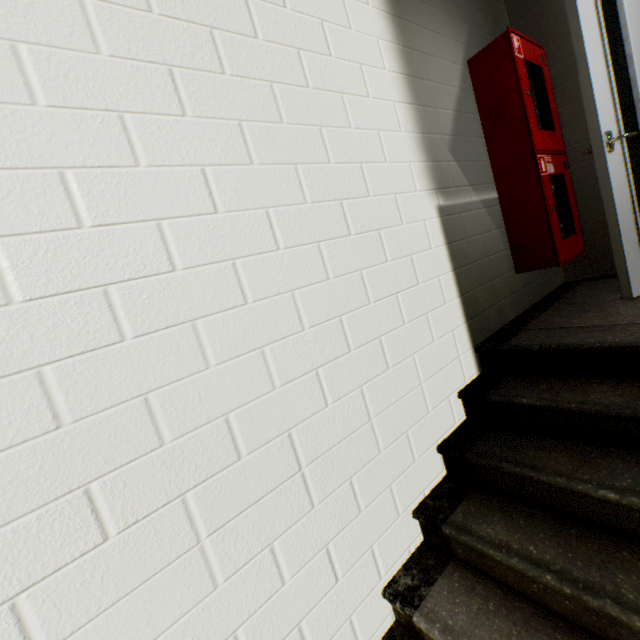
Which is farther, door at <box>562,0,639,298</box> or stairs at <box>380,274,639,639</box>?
door at <box>562,0,639,298</box>

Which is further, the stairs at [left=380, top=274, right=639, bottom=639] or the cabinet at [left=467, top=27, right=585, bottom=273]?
the cabinet at [left=467, top=27, right=585, bottom=273]

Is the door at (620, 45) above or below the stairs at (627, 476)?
above

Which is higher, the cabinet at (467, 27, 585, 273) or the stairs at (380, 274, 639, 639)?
the cabinet at (467, 27, 585, 273)

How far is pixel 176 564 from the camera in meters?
1.0 m

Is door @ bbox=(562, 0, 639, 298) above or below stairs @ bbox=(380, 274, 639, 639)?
above

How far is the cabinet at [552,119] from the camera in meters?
2.2 m

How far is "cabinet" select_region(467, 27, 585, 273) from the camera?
2.2m
